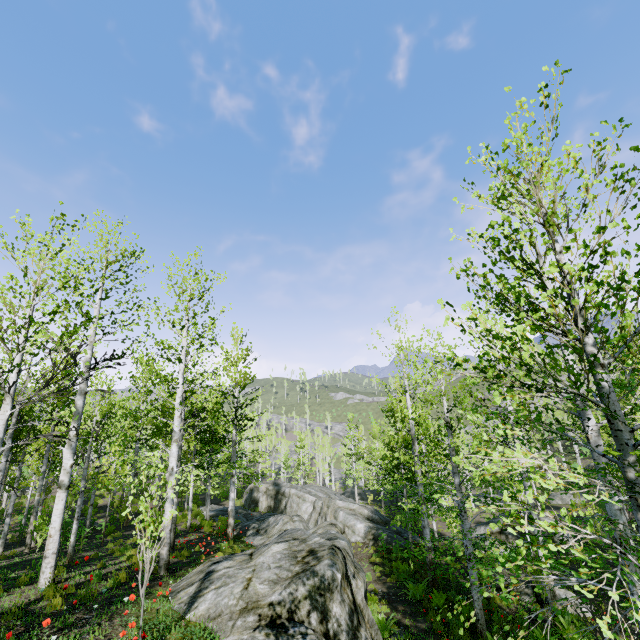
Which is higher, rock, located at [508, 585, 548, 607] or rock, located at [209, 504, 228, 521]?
rock, located at [209, 504, 228, 521]

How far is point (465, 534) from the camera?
9.7m

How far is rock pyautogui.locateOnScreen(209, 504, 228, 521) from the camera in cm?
2566

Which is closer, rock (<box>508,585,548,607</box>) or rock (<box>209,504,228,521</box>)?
rock (<box>508,585,548,607</box>)

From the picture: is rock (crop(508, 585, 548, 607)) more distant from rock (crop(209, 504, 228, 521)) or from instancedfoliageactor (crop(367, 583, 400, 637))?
rock (crop(209, 504, 228, 521))

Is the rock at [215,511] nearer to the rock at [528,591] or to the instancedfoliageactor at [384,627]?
the instancedfoliageactor at [384,627]
